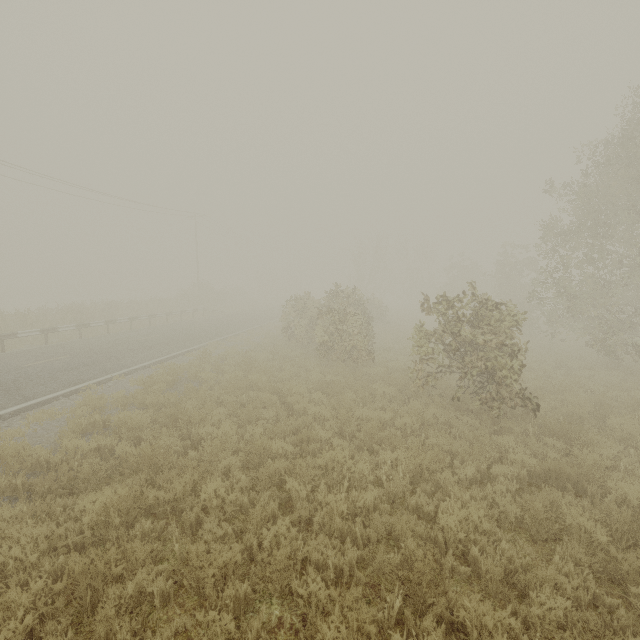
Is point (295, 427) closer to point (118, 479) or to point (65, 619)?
point (118, 479)

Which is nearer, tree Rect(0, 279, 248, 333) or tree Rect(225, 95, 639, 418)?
tree Rect(225, 95, 639, 418)

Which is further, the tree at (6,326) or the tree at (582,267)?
the tree at (6,326)
